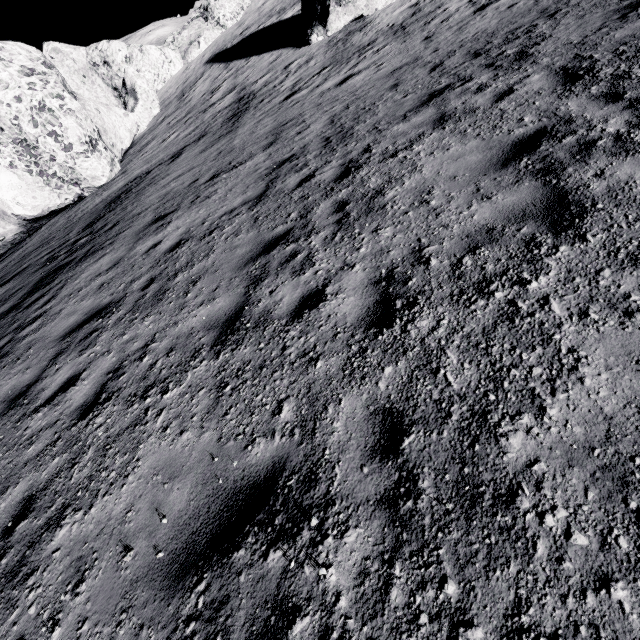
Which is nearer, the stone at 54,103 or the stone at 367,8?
the stone at 54,103

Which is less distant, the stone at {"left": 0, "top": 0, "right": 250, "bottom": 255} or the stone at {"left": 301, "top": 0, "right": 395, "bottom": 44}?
the stone at {"left": 0, "top": 0, "right": 250, "bottom": 255}

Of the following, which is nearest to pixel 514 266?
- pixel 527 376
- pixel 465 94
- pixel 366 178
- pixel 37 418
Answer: pixel 527 376
